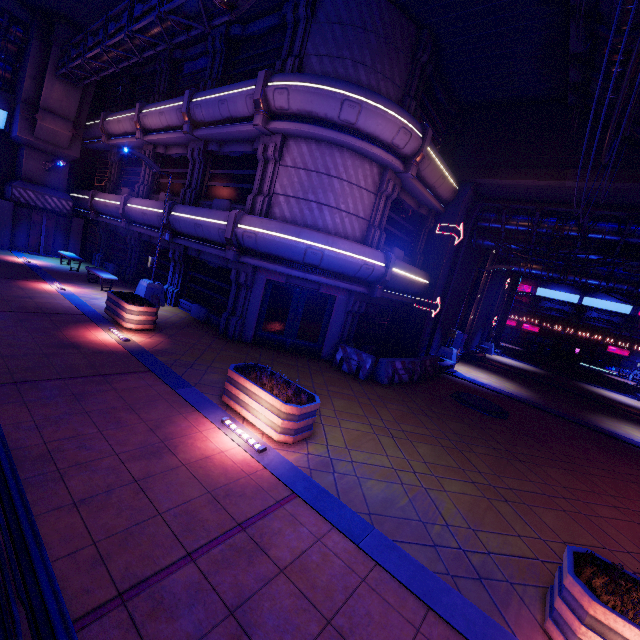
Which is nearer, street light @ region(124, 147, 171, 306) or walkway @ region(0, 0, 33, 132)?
street light @ region(124, 147, 171, 306)

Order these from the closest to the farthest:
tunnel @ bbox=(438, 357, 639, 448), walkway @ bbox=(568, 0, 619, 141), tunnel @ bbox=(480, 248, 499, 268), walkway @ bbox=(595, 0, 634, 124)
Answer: walkway @ bbox=(595, 0, 634, 124), walkway @ bbox=(568, 0, 619, 141), tunnel @ bbox=(438, 357, 639, 448), tunnel @ bbox=(480, 248, 499, 268)

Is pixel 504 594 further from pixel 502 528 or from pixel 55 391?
pixel 55 391

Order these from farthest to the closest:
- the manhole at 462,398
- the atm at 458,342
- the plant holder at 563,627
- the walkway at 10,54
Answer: the atm at 458,342, the walkway at 10,54, the manhole at 462,398, the plant holder at 563,627

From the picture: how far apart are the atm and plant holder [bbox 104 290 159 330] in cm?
1610

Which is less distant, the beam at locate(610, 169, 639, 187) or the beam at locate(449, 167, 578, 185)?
the beam at locate(610, 169, 639, 187)

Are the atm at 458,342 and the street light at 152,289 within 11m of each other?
no

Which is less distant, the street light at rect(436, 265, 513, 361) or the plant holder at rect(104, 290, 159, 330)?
the plant holder at rect(104, 290, 159, 330)
